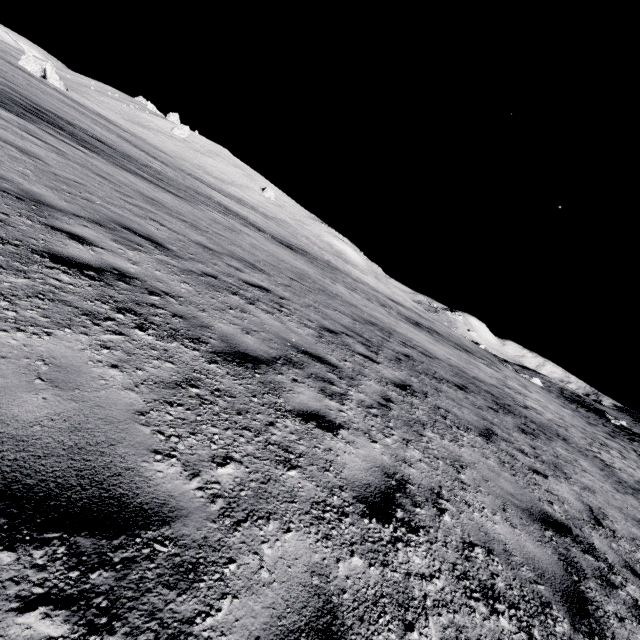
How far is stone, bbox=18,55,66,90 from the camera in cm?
4750

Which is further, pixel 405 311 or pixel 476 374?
pixel 405 311

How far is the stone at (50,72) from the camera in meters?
47.5 m
